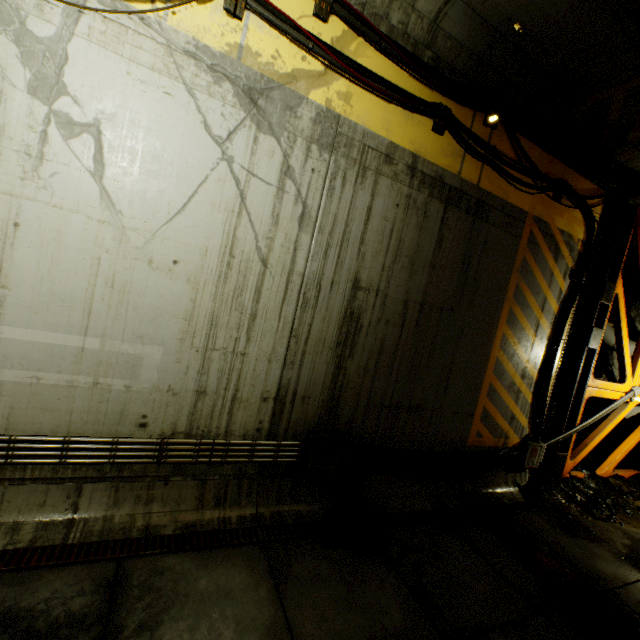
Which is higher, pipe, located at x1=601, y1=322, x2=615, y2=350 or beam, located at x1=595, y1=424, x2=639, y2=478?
pipe, located at x1=601, y1=322, x2=615, y2=350

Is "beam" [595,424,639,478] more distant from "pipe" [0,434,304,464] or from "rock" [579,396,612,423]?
"pipe" [0,434,304,464]

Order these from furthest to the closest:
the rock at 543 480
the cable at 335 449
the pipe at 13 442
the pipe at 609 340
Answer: the pipe at 609 340
the rock at 543 480
the cable at 335 449
the pipe at 13 442

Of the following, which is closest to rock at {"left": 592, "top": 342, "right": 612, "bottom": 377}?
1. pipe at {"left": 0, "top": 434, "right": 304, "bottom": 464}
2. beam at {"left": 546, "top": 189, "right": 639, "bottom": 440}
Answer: beam at {"left": 546, "top": 189, "right": 639, "bottom": 440}

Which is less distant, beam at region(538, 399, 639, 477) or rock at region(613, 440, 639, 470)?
beam at region(538, 399, 639, 477)

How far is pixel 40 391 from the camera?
3.30m

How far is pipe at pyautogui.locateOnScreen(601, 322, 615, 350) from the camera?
10.0 meters

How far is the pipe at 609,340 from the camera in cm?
997
